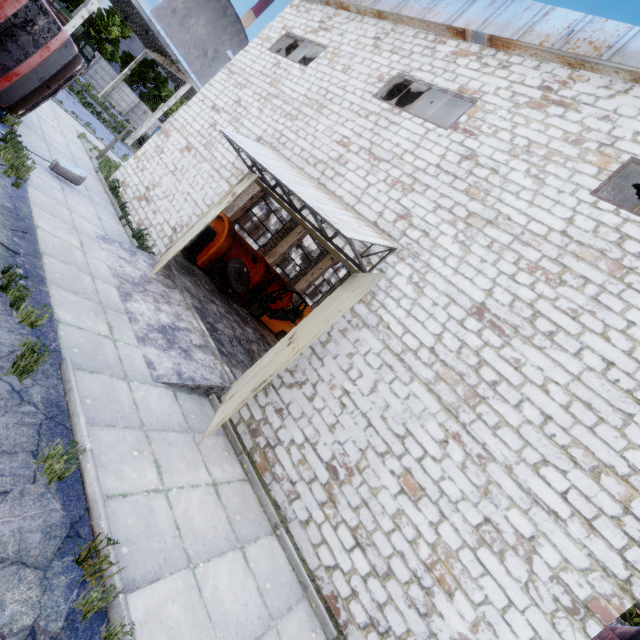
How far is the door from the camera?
4.8 meters

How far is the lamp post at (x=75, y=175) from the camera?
9.0 meters

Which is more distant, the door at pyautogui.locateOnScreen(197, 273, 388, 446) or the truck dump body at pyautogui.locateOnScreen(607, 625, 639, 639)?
the truck dump body at pyautogui.locateOnScreen(607, 625, 639, 639)

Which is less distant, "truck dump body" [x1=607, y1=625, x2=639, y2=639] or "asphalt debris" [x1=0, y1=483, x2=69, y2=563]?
"asphalt debris" [x1=0, y1=483, x2=69, y2=563]

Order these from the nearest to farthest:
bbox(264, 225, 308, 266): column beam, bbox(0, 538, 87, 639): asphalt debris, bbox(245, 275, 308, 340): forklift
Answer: bbox(0, 538, 87, 639): asphalt debris → bbox(245, 275, 308, 340): forklift → bbox(264, 225, 308, 266): column beam

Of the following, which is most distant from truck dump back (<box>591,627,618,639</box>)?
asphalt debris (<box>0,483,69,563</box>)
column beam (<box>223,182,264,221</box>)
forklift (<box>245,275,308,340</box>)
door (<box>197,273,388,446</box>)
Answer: column beam (<box>223,182,264,221</box>)

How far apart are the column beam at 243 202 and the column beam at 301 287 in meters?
8.5 m

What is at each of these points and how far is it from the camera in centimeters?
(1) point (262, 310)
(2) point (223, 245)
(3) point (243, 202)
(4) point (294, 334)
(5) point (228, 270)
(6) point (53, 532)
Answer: (1) forklift, 1523cm
(2) cable machine, 1345cm
(3) column beam, 1705cm
(4) door, 656cm
(5) wire spool, 1313cm
(6) asphalt debris, 292cm
